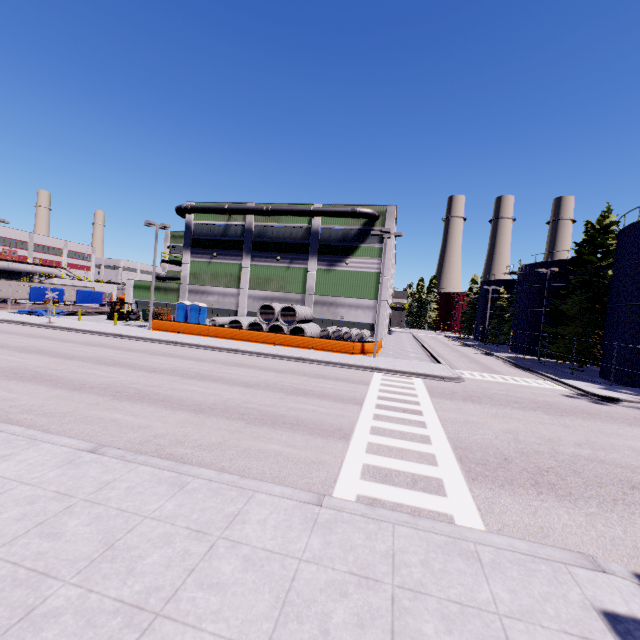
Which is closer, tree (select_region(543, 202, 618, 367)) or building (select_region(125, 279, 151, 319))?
tree (select_region(543, 202, 618, 367))

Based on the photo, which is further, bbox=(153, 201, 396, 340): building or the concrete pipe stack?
bbox=(153, 201, 396, 340): building

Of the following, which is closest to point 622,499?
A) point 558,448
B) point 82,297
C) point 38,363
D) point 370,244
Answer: point 558,448

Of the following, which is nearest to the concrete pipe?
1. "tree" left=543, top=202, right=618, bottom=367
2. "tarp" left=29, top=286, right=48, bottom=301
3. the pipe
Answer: "tarp" left=29, top=286, right=48, bottom=301

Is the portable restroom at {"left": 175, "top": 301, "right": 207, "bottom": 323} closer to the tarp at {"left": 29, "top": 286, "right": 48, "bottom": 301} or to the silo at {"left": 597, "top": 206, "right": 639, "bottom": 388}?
the tarp at {"left": 29, "top": 286, "right": 48, "bottom": 301}

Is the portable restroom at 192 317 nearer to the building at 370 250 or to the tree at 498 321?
the building at 370 250

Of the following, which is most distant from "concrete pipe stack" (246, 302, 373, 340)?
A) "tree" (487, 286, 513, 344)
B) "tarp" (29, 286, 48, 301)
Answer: "tree" (487, 286, 513, 344)

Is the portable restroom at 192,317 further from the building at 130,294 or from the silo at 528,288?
the silo at 528,288
